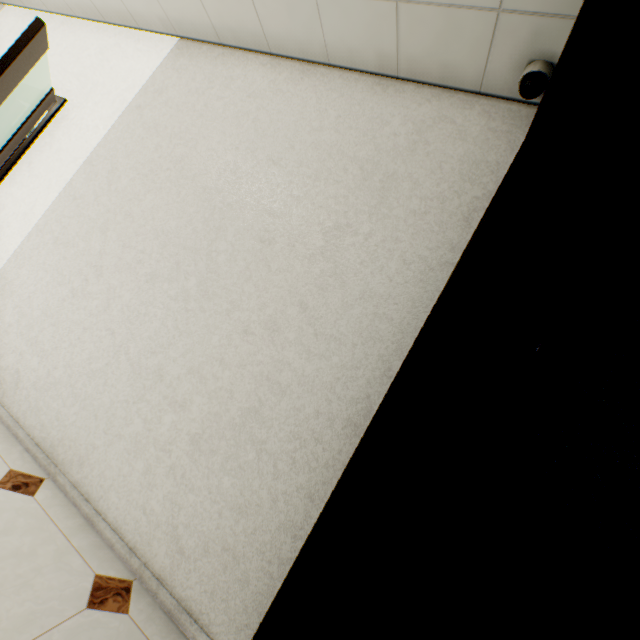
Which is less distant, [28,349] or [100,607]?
[100,607]

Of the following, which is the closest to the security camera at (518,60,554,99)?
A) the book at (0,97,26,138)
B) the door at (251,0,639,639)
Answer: the door at (251,0,639,639)

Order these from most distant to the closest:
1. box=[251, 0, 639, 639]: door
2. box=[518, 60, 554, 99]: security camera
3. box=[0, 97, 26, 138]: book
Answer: box=[0, 97, 26, 138]: book, box=[518, 60, 554, 99]: security camera, box=[251, 0, 639, 639]: door

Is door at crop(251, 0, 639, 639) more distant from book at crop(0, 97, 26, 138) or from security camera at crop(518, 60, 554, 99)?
book at crop(0, 97, 26, 138)

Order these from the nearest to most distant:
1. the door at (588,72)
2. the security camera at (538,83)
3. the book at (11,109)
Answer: the door at (588,72) → the security camera at (538,83) → the book at (11,109)

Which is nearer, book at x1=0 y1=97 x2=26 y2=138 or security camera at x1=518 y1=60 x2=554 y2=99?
security camera at x1=518 y1=60 x2=554 y2=99

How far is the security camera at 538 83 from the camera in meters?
1.5
